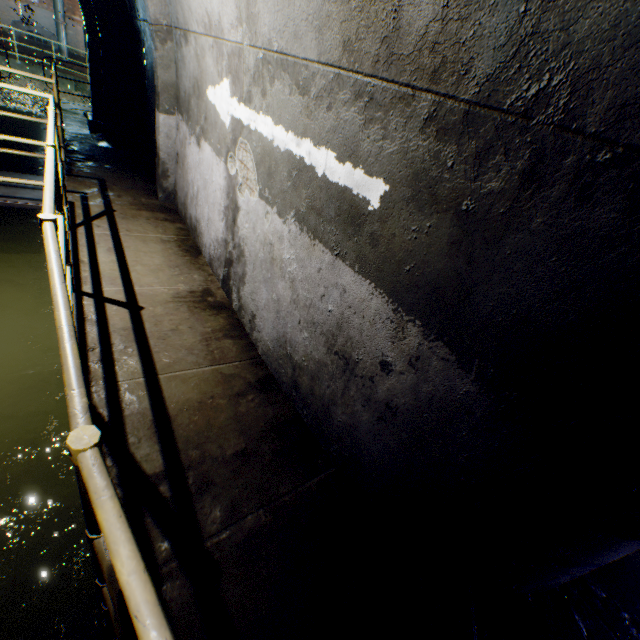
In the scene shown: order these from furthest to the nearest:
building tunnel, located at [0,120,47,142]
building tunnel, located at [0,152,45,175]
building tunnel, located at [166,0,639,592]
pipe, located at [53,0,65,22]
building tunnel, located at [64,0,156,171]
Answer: pipe, located at [53,0,65,22]
building tunnel, located at [0,120,47,142]
building tunnel, located at [0,152,45,175]
building tunnel, located at [64,0,156,171]
building tunnel, located at [166,0,639,592]

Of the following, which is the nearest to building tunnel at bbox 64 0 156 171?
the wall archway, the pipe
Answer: the wall archway

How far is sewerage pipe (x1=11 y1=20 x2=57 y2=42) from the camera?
16.7m

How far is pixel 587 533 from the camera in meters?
1.6 m

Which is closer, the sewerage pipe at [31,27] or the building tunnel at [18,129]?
the building tunnel at [18,129]

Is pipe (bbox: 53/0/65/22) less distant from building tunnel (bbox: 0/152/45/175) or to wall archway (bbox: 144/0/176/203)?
building tunnel (bbox: 0/152/45/175)

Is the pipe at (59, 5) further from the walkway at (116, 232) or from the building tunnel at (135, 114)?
the walkway at (116, 232)
